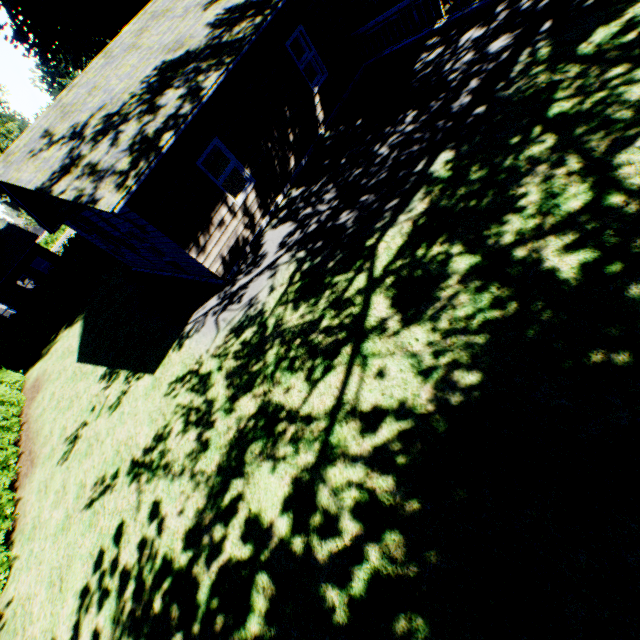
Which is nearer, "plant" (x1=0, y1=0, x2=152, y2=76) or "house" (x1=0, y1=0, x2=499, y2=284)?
"house" (x1=0, y1=0, x2=499, y2=284)

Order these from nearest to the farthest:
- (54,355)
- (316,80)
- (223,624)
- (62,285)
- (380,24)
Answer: (223,624), (380,24), (316,80), (54,355), (62,285)

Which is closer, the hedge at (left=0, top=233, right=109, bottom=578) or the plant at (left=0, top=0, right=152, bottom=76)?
the hedge at (left=0, top=233, right=109, bottom=578)

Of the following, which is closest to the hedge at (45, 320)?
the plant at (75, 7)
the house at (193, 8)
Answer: the plant at (75, 7)

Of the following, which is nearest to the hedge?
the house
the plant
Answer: the plant

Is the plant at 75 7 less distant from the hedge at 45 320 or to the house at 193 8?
the house at 193 8

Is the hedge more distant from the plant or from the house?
the house
